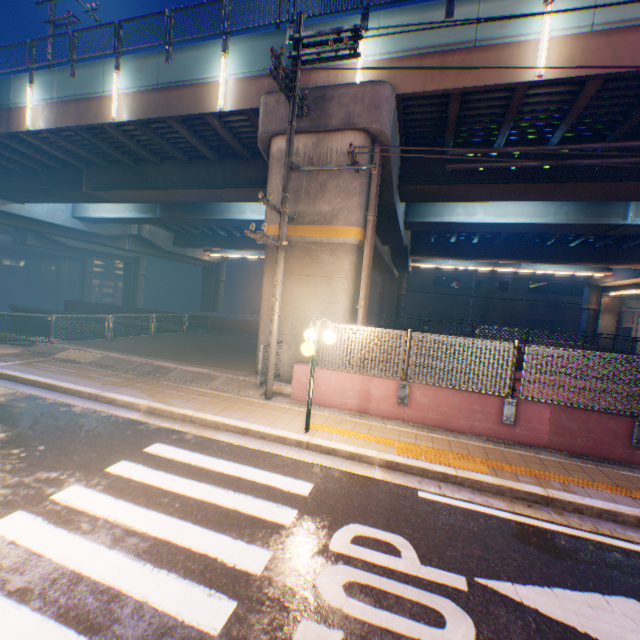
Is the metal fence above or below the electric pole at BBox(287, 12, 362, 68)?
below

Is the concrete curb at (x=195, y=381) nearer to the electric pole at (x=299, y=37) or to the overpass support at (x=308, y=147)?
the electric pole at (x=299, y=37)

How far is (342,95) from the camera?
9.5m

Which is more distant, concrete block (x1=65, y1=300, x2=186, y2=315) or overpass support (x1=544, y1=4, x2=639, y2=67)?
concrete block (x1=65, y1=300, x2=186, y2=315)

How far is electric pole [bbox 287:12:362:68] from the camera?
7.7m

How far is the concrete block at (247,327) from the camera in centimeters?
2103cm

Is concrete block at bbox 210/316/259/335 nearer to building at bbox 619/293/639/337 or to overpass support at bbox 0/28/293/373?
overpass support at bbox 0/28/293/373

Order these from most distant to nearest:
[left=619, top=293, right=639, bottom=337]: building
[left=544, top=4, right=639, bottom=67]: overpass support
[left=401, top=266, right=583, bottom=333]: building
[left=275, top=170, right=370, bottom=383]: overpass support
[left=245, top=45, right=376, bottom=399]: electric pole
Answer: [left=401, top=266, right=583, bottom=333]: building < [left=619, top=293, right=639, bottom=337]: building < [left=275, top=170, right=370, bottom=383]: overpass support < [left=544, top=4, right=639, bottom=67]: overpass support < [left=245, top=45, right=376, bottom=399]: electric pole
